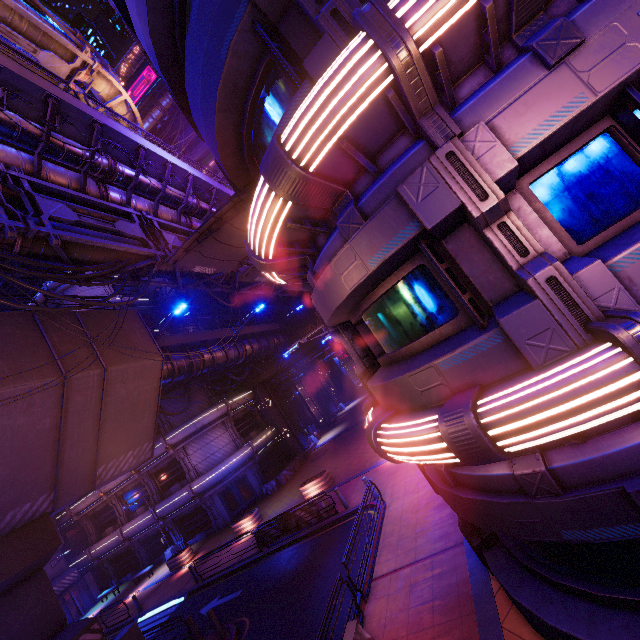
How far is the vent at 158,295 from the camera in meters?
40.0

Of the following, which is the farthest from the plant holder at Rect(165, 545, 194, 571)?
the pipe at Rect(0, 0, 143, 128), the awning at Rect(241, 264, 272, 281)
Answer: the awning at Rect(241, 264, 272, 281)

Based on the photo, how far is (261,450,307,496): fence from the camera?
28.3m

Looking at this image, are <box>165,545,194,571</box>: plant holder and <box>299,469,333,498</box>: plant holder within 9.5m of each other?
no

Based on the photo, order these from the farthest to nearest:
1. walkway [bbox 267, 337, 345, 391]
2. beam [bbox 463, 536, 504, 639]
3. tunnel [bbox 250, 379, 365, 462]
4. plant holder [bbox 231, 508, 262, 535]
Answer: walkway [bbox 267, 337, 345, 391] → tunnel [bbox 250, 379, 365, 462] → plant holder [bbox 231, 508, 262, 535] → beam [bbox 463, 536, 504, 639]

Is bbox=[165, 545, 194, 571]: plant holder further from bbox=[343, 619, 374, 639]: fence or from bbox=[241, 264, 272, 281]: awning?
bbox=[343, 619, 374, 639]: fence

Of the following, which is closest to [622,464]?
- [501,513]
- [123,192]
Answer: [501,513]

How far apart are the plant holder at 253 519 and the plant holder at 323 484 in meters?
4.1
